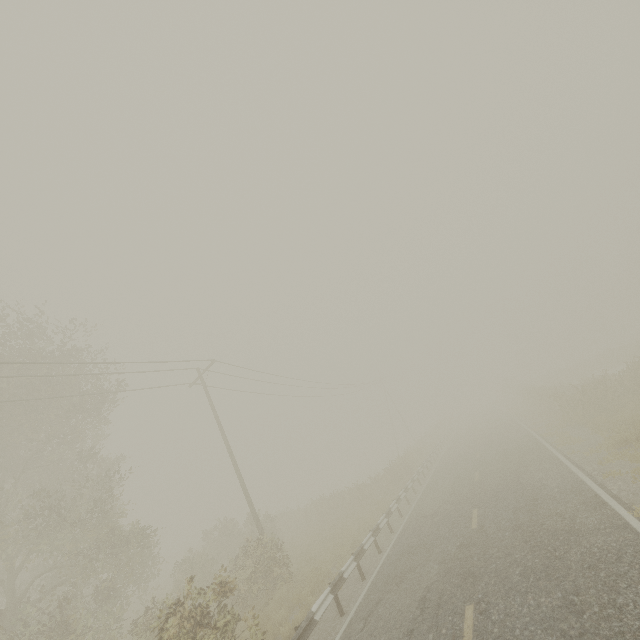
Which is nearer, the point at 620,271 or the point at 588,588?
the point at 588,588
